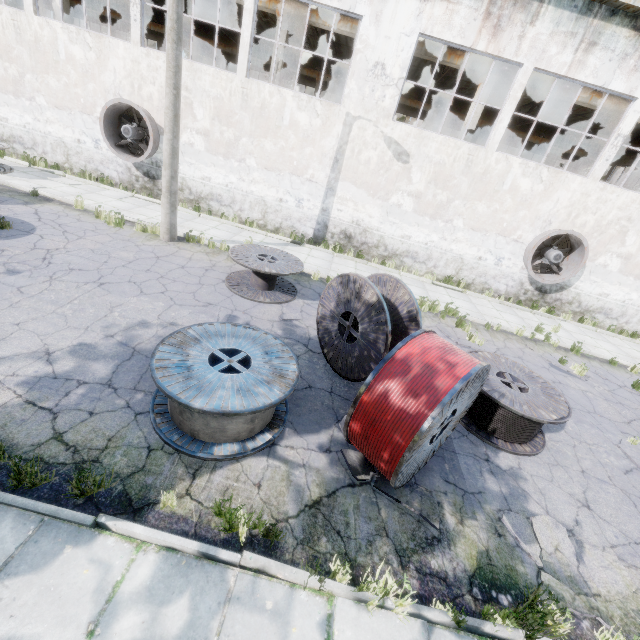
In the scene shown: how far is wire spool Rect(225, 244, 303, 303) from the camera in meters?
8.3

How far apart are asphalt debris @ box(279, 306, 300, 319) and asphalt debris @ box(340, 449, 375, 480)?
3.9 meters

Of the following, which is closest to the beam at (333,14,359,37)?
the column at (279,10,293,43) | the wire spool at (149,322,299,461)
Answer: the column at (279,10,293,43)

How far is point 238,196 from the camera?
14.0m

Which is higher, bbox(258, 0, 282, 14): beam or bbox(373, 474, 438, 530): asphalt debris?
bbox(258, 0, 282, 14): beam

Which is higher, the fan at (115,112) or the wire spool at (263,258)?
the fan at (115,112)

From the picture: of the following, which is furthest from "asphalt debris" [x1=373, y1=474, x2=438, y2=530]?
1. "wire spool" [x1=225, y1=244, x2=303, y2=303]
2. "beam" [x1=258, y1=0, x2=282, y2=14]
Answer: "beam" [x1=258, y1=0, x2=282, y2=14]

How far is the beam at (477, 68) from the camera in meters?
13.2 m
